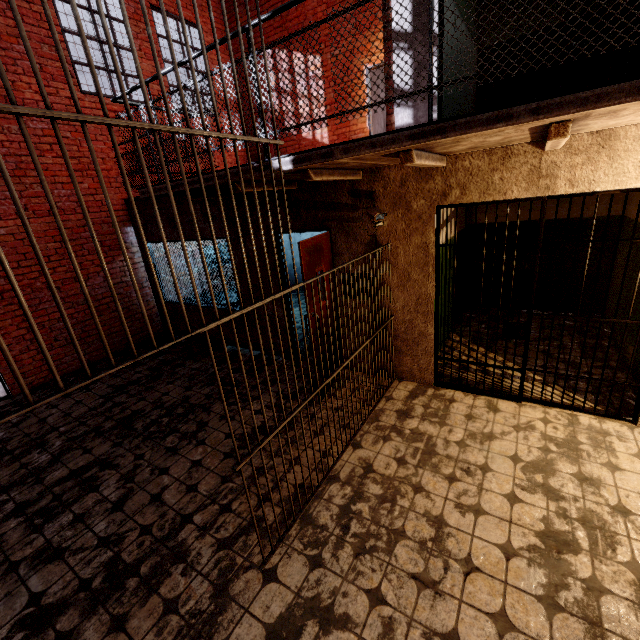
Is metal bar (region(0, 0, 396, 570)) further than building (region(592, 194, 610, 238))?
No

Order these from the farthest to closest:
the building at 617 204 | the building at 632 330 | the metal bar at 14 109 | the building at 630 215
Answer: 1. the building at 617 204
2. the building at 630 215
3. the building at 632 330
4. the metal bar at 14 109

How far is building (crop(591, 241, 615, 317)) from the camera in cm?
571

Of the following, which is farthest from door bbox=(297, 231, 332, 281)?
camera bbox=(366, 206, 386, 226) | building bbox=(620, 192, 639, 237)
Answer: building bbox=(620, 192, 639, 237)

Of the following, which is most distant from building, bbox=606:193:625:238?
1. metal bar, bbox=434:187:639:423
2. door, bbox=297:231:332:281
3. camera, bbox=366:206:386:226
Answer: door, bbox=297:231:332:281

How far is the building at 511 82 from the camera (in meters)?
4.61

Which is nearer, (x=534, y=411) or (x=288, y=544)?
(x=288, y=544)
